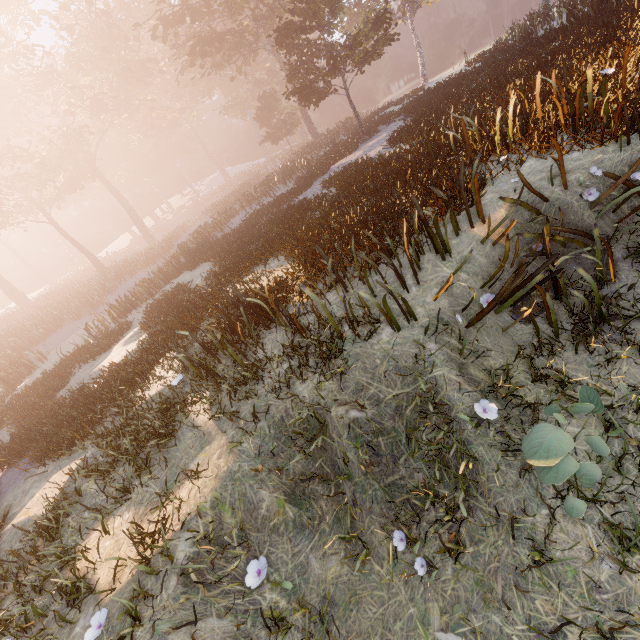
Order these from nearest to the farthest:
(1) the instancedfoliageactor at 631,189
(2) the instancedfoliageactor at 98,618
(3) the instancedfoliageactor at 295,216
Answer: (2) the instancedfoliageactor at 98,618
(1) the instancedfoliageactor at 631,189
(3) the instancedfoliageactor at 295,216

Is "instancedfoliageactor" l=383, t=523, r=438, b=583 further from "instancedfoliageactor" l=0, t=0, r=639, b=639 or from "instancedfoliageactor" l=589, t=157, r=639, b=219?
"instancedfoliageactor" l=0, t=0, r=639, b=639

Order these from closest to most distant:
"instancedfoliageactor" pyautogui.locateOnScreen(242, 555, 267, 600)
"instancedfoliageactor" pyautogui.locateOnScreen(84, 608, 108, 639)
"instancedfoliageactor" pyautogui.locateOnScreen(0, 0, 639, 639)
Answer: "instancedfoliageactor" pyautogui.locateOnScreen(84, 608, 108, 639) → "instancedfoliageactor" pyautogui.locateOnScreen(242, 555, 267, 600) → "instancedfoliageactor" pyautogui.locateOnScreen(0, 0, 639, 639)

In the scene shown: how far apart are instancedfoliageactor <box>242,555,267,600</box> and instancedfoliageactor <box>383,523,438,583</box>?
1.4m

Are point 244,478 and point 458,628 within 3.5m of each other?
yes

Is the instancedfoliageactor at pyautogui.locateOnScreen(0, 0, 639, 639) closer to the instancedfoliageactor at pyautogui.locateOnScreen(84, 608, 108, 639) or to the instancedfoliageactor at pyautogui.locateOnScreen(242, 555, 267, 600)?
the instancedfoliageactor at pyautogui.locateOnScreen(84, 608, 108, 639)

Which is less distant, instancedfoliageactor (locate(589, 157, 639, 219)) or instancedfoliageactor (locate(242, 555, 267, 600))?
instancedfoliageactor (locate(242, 555, 267, 600))

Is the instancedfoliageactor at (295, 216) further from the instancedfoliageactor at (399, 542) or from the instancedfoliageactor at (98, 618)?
the instancedfoliageactor at (399, 542)
